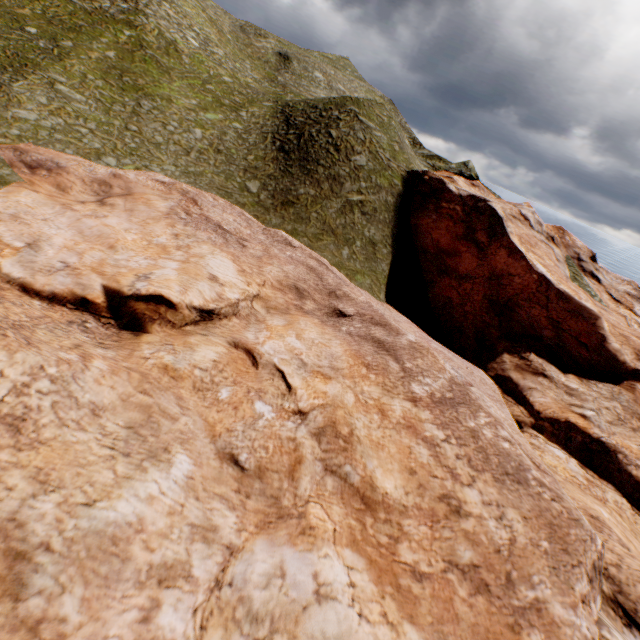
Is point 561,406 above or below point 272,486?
below
